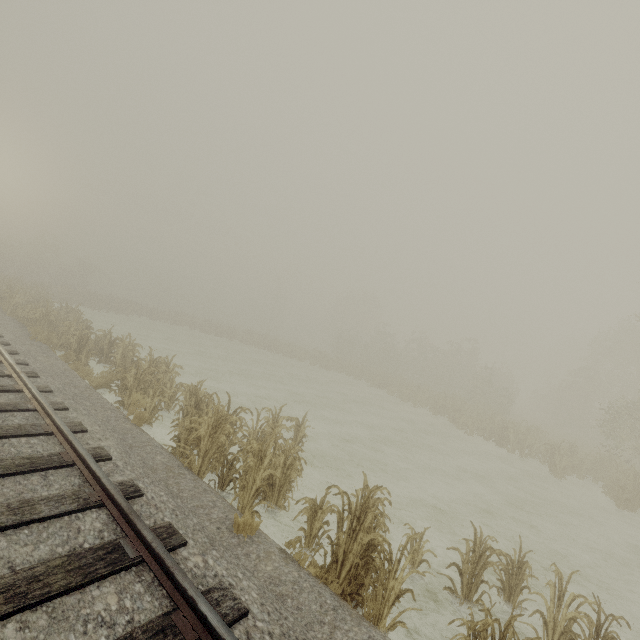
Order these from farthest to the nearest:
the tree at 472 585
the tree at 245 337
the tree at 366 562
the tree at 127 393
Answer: the tree at 245 337 → the tree at 127 393 → the tree at 366 562 → the tree at 472 585

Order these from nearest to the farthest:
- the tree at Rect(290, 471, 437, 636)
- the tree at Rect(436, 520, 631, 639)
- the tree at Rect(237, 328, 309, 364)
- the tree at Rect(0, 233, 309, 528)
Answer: the tree at Rect(436, 520, 631, 639) < the tree at Rect(290, 471, 437, 636) < the tree at Rect(0, 233, 309, 528) < the tree at Rect(237, 328, 309, 364)

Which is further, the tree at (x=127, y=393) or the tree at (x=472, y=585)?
the tree at (x=127, y=393)

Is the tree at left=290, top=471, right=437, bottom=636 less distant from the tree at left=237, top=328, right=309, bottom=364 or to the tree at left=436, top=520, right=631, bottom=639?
the tree at left=436, top=520, right=631, bottom=639

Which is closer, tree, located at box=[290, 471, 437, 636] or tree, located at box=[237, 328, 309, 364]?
tree, located at box=[290, 471, 437, 636]

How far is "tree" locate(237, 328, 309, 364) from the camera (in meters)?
36.91

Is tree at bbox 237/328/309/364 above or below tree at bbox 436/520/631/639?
above

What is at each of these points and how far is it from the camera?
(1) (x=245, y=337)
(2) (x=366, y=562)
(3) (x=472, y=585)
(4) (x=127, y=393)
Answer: (1) tree, 39.59m
(2) tree, 4.66m
(3) tree, 5.48m
(4) tree, 9.70m
